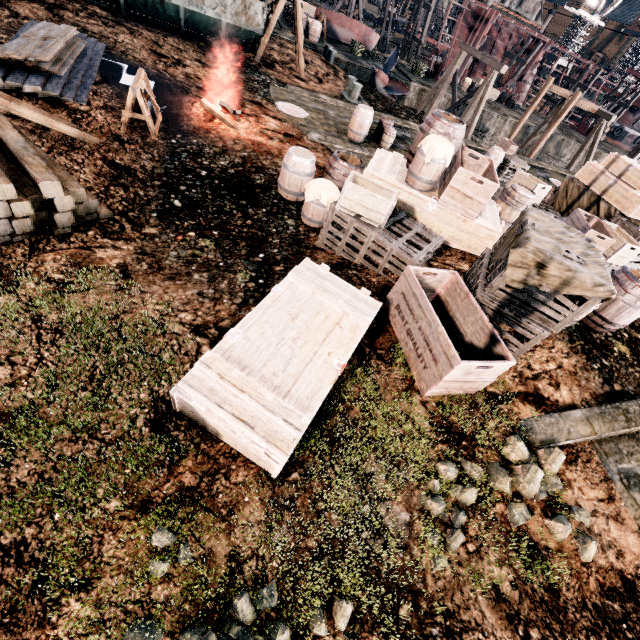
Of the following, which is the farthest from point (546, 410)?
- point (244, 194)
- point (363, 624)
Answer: point (244, 194)

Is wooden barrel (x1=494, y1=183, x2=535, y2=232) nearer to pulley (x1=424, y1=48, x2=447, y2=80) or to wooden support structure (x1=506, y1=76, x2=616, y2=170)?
wooden support structure (x1=506, y1=76, x2=616, y2=170)

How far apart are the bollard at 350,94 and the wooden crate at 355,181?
16.4m

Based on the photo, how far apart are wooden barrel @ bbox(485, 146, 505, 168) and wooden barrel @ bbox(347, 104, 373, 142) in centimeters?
727cm

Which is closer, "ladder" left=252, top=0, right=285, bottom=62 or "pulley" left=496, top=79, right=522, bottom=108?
"ladder" left=252, top=0, right=285, bottom=62

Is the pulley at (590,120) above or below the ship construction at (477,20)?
below

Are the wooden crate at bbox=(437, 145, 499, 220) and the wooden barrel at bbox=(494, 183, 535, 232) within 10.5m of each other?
yes

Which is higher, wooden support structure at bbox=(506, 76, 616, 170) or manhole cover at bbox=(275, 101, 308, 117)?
wooden support structure at bbox=(506, 76, 616, 170)
